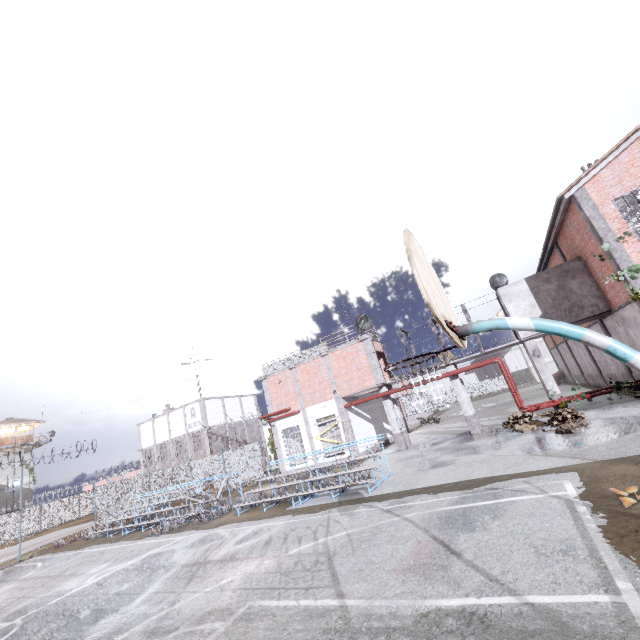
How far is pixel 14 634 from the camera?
7.3m

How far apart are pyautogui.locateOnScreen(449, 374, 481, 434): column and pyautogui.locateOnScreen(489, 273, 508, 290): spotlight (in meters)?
5.14

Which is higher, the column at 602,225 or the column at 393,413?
the column at 602,225

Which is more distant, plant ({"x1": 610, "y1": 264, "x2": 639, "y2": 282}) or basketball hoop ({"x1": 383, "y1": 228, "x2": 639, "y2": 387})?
plant ({"x1": 610, "y1": 264, "x2": 639, "y2": 282})

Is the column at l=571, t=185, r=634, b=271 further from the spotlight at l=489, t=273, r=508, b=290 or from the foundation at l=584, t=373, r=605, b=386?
the foundation at l=584, t=373, r=605, b=386

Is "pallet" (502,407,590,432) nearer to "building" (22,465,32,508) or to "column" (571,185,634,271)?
"column" (571,185,634,271)

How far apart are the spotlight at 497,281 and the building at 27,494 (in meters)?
59.92

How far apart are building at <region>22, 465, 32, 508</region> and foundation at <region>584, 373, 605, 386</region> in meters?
64.5
